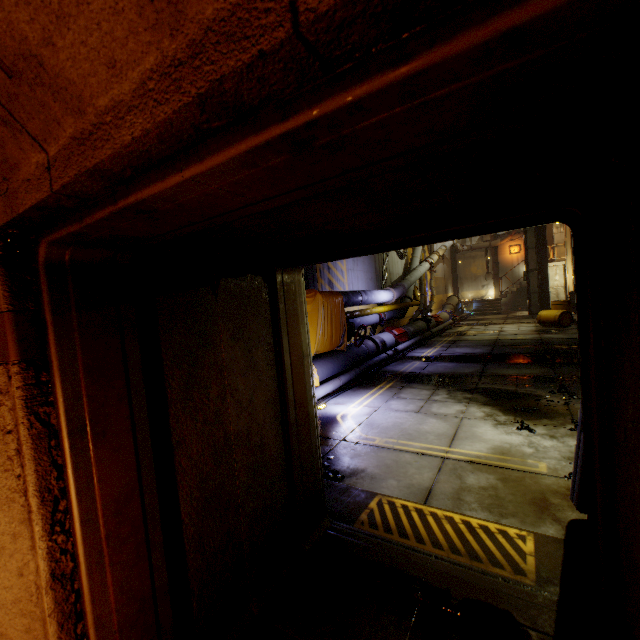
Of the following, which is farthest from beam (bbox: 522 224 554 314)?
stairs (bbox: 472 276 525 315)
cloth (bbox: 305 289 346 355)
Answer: cloth (bbox: 305 289 346 355)

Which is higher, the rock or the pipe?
the pipe

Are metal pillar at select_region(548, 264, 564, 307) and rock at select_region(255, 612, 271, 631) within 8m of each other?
no

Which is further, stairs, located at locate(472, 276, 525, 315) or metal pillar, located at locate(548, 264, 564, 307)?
stairs, located at locate(472, 276, 525, 315)

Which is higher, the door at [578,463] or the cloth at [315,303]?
A: the cloth at [315,303]

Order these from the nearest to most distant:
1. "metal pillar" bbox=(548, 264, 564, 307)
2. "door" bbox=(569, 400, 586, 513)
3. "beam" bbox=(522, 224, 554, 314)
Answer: "door" bbox=(569, 400, 586, 513) → "beam" bbox=(522, 224, 554, 314) → "metal pillar" bbox=(548, 264, 564, 307)

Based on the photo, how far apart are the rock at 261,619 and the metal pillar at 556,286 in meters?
29.5

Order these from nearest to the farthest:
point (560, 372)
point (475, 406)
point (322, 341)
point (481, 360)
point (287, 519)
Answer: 1. point (287, 519)
2. point (475, 406)
3. point (560, 372)
4. point (322, 341)
5. point (481, 360)
